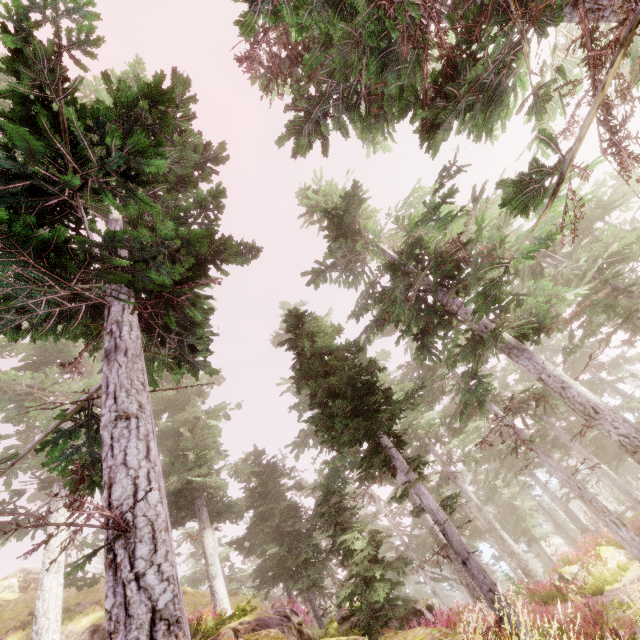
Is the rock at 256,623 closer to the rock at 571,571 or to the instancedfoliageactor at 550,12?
the instancedfoliageactor at 550,12

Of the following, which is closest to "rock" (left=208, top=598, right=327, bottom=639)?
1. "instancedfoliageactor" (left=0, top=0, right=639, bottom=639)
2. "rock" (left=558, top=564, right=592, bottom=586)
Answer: "instancedfoliageactor" (left=0, top=0, right=639, bottom=639)

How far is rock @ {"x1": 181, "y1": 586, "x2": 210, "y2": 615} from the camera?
16.0m

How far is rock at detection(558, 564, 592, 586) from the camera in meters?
19.1

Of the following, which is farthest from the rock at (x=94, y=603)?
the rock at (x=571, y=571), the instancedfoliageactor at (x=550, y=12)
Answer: the rock at (x=571, y=571)

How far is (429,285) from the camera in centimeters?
1324cm

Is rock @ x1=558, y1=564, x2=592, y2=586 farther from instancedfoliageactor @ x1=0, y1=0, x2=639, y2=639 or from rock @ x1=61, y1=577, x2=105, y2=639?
rock @ x1=61, y1=577, x2=105, y2=639
